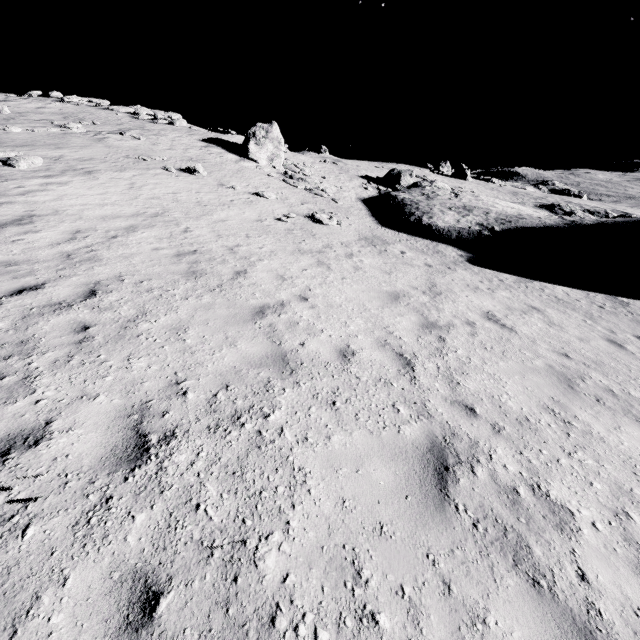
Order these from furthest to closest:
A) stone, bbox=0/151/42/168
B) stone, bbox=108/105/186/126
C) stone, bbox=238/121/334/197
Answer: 1. stone, bbox=108/105/186/126
2. stone, bbox=238/121/334/197
3. stone, bbox=0/151/42/168

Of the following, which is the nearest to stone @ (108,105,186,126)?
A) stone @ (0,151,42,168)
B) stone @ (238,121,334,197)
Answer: stone @ (238,121,334,197)

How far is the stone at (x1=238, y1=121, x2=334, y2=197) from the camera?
23.3 meters

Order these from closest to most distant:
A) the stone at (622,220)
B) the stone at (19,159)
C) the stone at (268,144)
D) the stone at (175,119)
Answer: the stone at (19,159), the stone at (622,220), the stone at (268,144), the stone at (175,119)

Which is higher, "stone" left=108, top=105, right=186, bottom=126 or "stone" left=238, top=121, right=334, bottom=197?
"stone" left=108, top=105, right=186, bottom=126

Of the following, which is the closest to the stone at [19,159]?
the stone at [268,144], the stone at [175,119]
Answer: the stone at [268,144]

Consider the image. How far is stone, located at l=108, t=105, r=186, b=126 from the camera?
29.0m

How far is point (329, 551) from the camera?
2.54m
